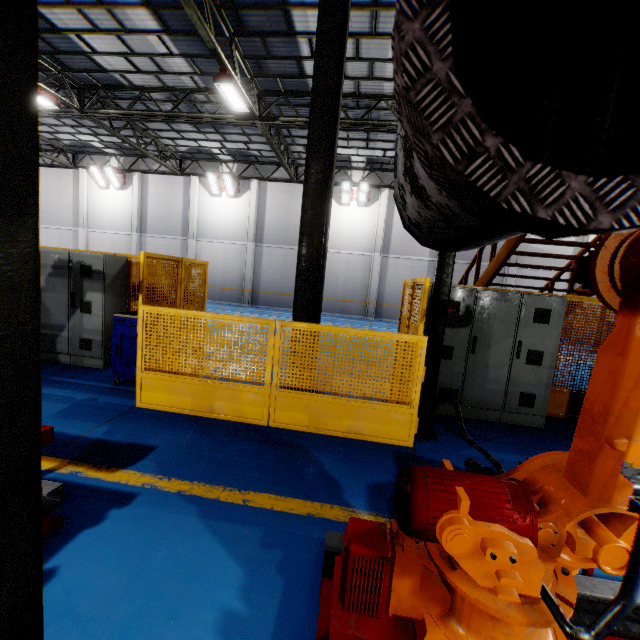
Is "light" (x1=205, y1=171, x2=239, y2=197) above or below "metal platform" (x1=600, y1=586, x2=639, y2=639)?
above

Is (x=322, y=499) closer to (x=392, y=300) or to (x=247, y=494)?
(x=247, y=494)

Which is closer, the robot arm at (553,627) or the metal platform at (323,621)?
the robot arm at (553,627)

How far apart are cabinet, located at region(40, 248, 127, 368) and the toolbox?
0.72m

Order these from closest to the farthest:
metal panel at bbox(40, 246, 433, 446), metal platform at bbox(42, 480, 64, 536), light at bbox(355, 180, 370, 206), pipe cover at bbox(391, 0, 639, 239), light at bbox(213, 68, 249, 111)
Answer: pipe cover at bbox(391, 0, 639, 239) → metal platform at bbox(42, 480, 64, 536) → metal panel at bbox(40, 246, 433, 446) → light at bbox(213, 68, 249, 111) → light at bbox(355, 180, 370, 206)

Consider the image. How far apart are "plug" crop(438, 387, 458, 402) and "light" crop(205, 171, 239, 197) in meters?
18.6

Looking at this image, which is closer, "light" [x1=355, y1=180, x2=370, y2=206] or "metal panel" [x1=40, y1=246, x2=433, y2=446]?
"metal panel" [x1=40, y1=246, x2=433, y2=446]

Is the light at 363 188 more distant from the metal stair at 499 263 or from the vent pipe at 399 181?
the vent pipe at 399 181
